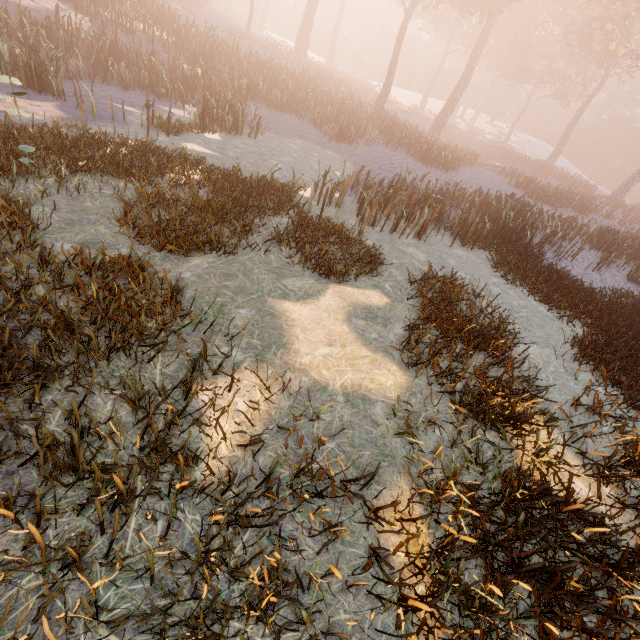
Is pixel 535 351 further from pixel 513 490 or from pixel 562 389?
pixel 513 490
